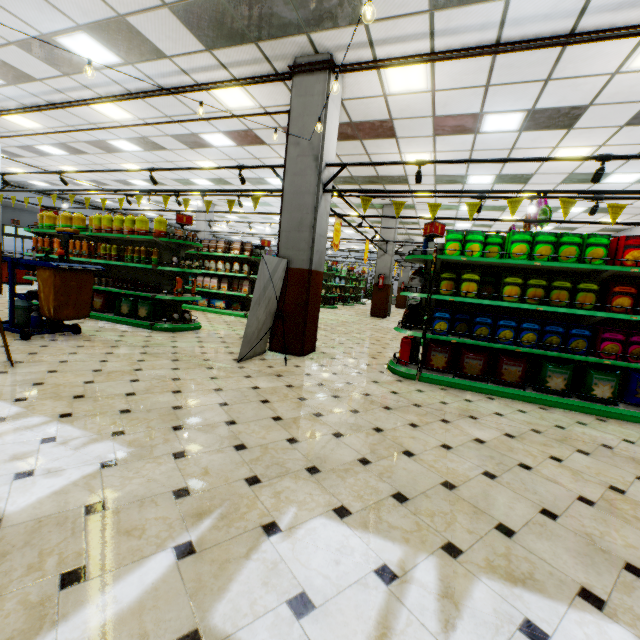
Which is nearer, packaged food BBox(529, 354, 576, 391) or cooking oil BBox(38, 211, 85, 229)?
packaged food BBox(529, 354, 576, 391)

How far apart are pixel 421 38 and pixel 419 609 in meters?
6.4

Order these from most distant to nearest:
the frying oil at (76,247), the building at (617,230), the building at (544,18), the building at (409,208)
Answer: the building at (617,230) < the building at (409,208) < the frying oil at (76,247) < the building at (544,18)

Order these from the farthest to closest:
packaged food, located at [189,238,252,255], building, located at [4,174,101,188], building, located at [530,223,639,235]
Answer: building, located at [4,174,101,188]
building, located at [530,223,639,235]
packaged food, located at [189,238,252,255]

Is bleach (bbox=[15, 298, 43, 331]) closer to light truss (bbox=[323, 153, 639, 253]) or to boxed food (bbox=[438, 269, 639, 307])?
light truss (bbox=[323, 153, 639, 253])

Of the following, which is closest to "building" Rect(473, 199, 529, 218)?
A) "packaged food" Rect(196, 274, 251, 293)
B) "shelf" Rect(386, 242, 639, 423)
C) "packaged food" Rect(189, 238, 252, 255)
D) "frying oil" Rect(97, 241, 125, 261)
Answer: "shelf" Rect(386, 242, 639, 423)

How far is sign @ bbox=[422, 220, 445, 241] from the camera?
5.11m

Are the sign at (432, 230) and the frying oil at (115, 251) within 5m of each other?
no
